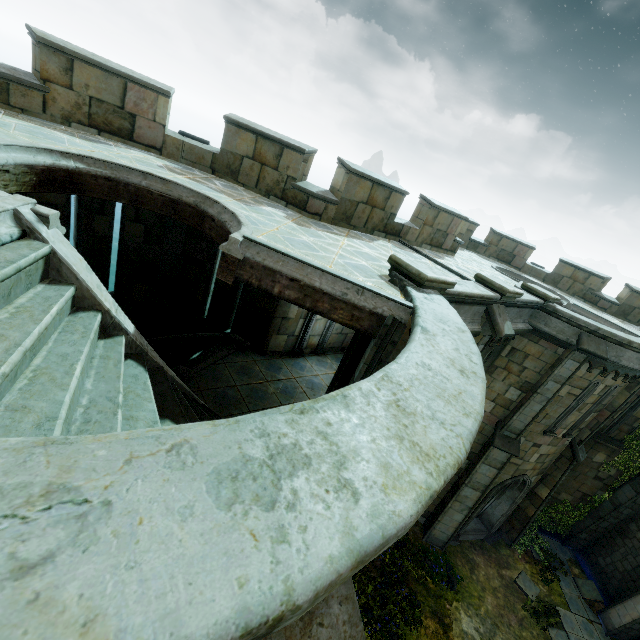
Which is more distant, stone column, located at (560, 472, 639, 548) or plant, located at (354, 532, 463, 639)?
stone column, located at (560, 472, 639, 548)

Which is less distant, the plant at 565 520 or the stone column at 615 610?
the stone column at 615 610

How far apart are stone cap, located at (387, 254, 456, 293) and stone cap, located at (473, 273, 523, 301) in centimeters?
242cm

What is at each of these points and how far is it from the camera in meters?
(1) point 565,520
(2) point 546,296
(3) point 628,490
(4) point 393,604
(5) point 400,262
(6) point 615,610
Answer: (1) plant, 15.5 m
(2) stone cap, 9.6 m
(3) stone column, 14.2 m
(4) plant, 10.6 m
(5) stone cap, 5.7 m
(6) stone column, 12.6 m

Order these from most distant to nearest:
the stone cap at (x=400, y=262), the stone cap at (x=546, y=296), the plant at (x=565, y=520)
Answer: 1. the plant at (x=565, y=520)
2. the stone cap at (x=546, y=296)
3. the stone cap at (x=400, y=262)

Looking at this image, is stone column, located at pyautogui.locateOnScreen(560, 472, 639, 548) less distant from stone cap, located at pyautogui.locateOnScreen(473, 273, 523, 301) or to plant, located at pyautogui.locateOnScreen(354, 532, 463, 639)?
plant, located at pyautogui.locateOnScreen(354, 532, 463, 639)

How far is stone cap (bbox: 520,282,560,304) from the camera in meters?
9.6

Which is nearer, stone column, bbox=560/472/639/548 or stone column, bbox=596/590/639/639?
stone column, bbox=596/590/639/639
